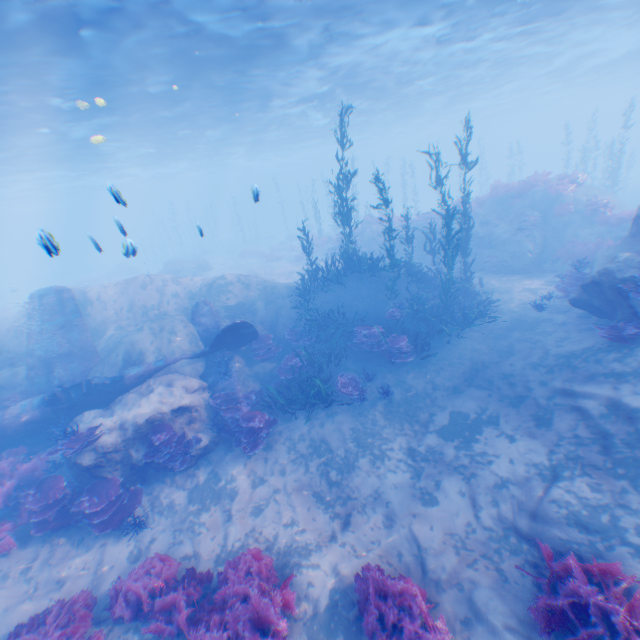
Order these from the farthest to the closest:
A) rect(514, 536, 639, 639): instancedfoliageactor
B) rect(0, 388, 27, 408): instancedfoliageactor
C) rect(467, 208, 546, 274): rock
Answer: rect(467, 208, 546, 274): rock
rect(0, 388, 27, 408): instancedfoliageactor
rect(514, 536, 639, 639): instancedfoliageactor

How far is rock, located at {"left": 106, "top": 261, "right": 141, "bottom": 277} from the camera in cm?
4056

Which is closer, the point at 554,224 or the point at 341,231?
the point at 341,231

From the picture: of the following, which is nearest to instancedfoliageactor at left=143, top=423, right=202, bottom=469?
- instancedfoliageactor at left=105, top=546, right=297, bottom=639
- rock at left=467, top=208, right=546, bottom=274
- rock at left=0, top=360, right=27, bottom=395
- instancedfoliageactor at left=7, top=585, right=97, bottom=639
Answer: instancedfoliageactor at left=105, top=546, right=297, bottom=639

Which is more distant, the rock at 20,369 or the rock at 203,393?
the rock at 20,369

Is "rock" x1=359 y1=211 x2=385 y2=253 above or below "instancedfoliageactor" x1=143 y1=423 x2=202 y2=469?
above

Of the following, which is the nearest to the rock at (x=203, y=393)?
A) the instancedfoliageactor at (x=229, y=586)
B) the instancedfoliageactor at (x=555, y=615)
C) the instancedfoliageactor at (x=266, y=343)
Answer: the instancedfoliageactor at (x=229, y=586)

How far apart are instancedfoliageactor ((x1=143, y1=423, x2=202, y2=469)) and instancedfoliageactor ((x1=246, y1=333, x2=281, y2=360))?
3.9 meters
